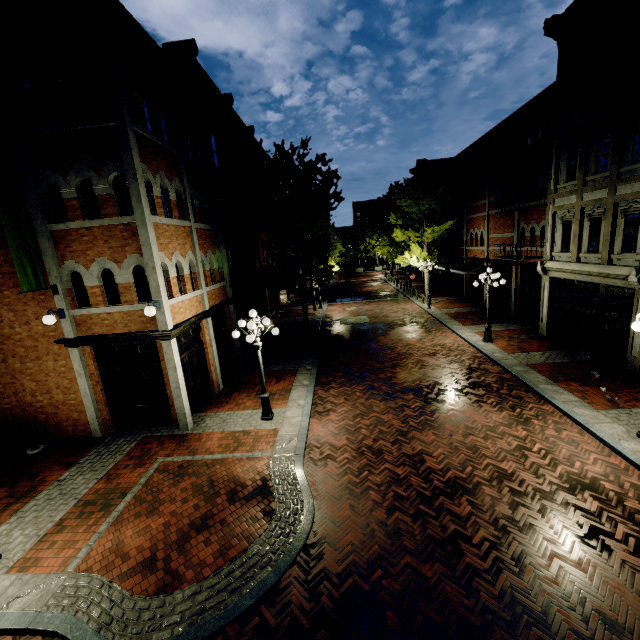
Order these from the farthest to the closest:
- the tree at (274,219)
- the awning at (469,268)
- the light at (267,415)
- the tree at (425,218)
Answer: the tree at (425,218) → the awning at (469,268) → the tree at (274,219) → the light at (267,415)

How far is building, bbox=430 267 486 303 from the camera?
25.8m

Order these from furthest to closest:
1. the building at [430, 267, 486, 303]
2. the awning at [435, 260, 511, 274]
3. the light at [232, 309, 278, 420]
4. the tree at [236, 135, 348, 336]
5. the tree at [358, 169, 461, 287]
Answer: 1. the building at [430, 267, 486, 303]
2. the tree at [358, 169, 461, 287]
3. the awning at [435, 260, 511, 274]
4. the tree at [236, 135, 348, 336]
5. the light at [232, 309, 278, 420]

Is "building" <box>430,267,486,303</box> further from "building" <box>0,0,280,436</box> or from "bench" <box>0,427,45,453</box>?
"building" <box>0,0,280,436</box>

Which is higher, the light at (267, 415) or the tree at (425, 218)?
the tree at (425, 218)

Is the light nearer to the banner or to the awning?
the banner

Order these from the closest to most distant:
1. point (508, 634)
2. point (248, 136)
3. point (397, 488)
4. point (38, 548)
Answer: point (508, 634) < point (38, 548) < point (397, 488) < point (248, 136)

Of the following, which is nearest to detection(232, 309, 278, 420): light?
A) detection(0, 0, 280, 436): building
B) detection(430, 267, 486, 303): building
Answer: detection(430, 267, 486, 303): building
